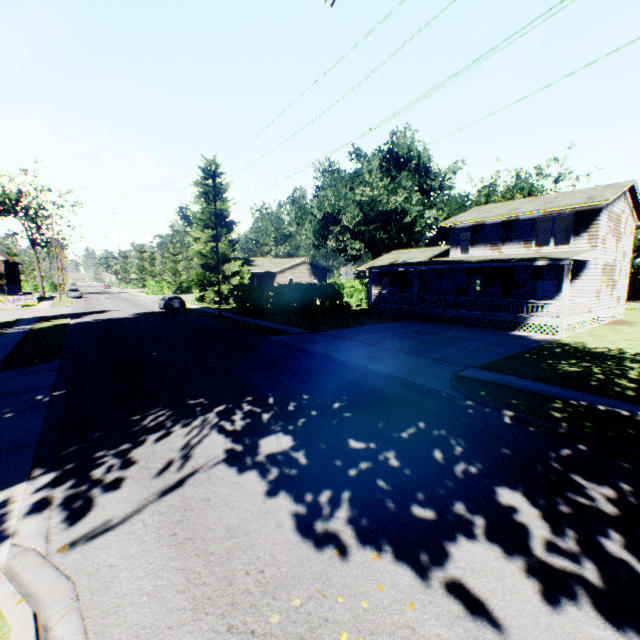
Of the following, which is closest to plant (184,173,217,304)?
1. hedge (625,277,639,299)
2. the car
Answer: the car

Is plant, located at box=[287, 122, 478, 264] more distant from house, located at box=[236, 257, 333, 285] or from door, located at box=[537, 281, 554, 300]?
door, located at box=[537, 281, 554, 300]

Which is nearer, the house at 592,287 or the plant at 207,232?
the house at 592,287

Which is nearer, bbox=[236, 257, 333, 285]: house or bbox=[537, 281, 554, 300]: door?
bbox=[537, 281, 554, 300]: door

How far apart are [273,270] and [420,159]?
25.7m

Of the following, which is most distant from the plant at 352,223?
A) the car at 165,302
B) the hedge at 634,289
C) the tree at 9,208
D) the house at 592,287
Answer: the tree at 9,208

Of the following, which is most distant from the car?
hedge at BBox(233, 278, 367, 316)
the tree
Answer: the tree

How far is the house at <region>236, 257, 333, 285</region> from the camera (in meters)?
50.66
